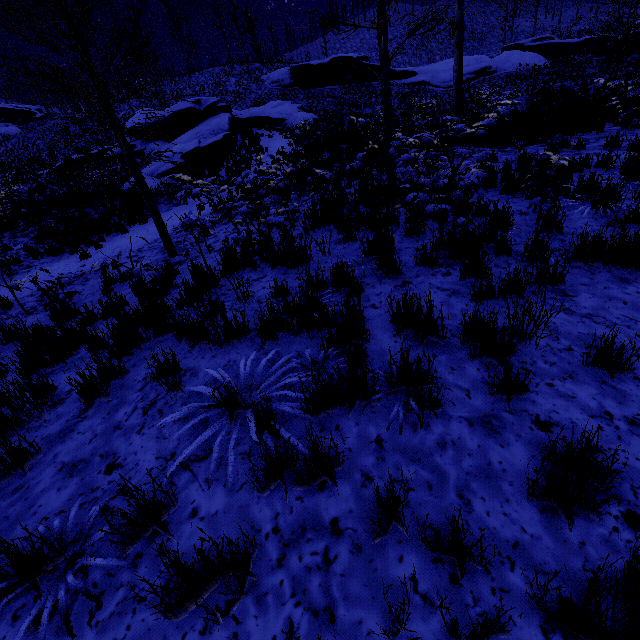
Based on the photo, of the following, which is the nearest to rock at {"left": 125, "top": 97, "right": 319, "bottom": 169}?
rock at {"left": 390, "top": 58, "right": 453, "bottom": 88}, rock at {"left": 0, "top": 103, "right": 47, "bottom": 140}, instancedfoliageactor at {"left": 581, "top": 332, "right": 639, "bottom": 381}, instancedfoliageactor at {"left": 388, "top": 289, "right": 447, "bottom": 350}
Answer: instancedfoliageactor at {"left": 388, "top": 289, "right": 447, "bottom": 350}

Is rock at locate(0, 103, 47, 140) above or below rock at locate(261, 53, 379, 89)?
above

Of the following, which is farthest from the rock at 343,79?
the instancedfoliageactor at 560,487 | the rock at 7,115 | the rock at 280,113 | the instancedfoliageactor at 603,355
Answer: the instancedfoliageactor at 560,487

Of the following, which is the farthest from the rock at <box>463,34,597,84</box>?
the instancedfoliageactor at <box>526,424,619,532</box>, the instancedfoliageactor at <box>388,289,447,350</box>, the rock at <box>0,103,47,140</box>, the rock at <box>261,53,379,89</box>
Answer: the rock at <box>0,103,47,140</box>

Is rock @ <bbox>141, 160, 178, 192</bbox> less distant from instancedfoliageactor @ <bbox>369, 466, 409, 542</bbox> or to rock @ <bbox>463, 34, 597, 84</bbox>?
instancedfoliageactor @ <bbox>369, 466, 409, 542</bbox>

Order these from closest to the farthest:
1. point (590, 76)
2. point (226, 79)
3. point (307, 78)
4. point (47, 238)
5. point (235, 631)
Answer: point (235, 631) < point (47, 238) < point (590, 76) < point (307, 78) < point (226, 79)

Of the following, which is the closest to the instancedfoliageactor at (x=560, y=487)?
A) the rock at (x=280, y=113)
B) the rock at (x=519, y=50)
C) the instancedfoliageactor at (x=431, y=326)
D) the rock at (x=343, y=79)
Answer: the instancedfoliageactor at (x=431, y=326)
